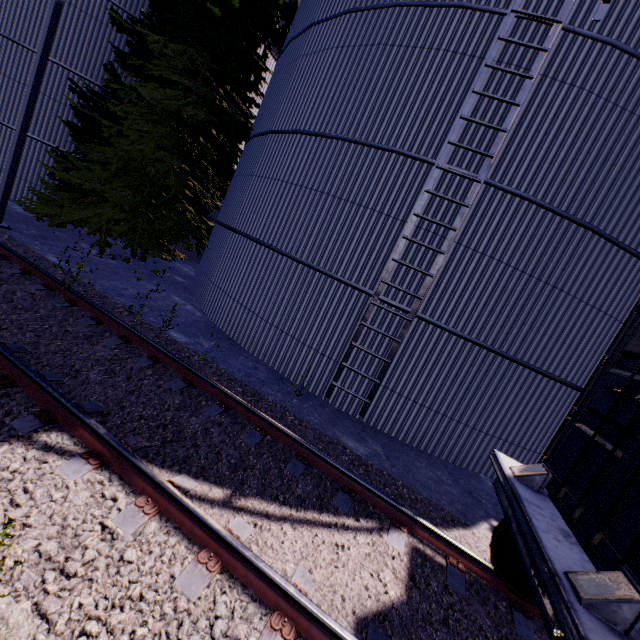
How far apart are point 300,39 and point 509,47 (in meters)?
6.21

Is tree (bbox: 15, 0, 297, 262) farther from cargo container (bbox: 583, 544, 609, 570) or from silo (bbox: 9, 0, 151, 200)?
cargo container (bbox: 583, 544, 609, 570)

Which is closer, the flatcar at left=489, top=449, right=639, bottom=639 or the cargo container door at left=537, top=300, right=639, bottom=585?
the flatcar at left=489, top=449, right=639, bottom=639

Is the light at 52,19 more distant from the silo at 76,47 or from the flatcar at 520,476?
the flatcar at 520,476

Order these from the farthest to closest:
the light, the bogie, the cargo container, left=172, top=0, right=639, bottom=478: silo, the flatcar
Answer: the light
left=172, top=0, right=639, bottom=478: silo
the bogie
the cargo container
the flatcar

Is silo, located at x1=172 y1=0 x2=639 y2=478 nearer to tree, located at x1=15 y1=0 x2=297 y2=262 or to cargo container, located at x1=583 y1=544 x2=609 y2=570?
tree, located at x1=15 y1=0 x2=297 y2=262

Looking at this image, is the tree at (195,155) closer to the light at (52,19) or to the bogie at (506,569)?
the light at (52,19)

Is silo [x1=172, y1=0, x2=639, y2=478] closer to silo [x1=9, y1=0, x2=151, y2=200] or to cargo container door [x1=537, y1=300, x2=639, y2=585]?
cargo container door [x1=537, y1=300, x2=639, y2=585]
